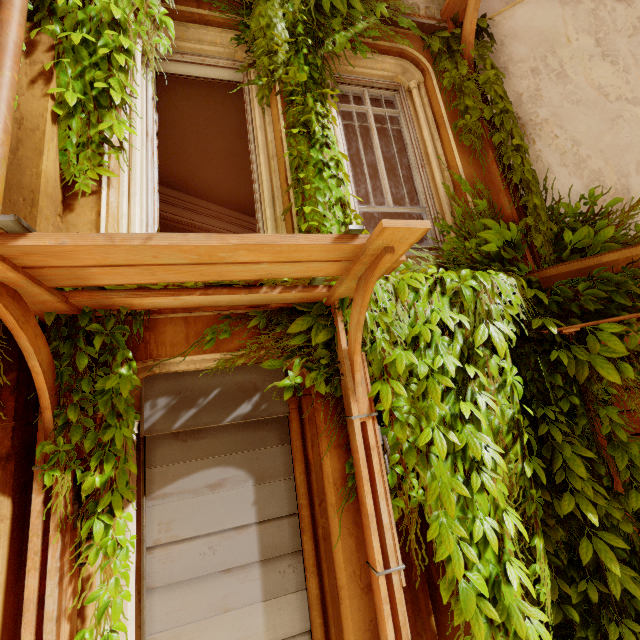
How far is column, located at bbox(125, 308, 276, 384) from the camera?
2.6 meters

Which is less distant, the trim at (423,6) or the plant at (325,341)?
the plant at (325,341)

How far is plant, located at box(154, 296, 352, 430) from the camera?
2.69m

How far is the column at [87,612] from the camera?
2.0 meters

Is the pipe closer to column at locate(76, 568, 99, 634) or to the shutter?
column at locate(76, 568, 99, 634)

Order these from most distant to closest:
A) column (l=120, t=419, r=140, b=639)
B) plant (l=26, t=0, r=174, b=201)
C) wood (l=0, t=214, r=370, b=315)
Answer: plant (l=26, t=0, r=174, b=201) → column (l=120, t=419, r=140, b=639) → wood (l=0, t=214, r=370, b=315)

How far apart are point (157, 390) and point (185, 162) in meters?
5.4

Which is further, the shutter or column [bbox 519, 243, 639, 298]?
column [bbox 519, 243, 639, 298]
